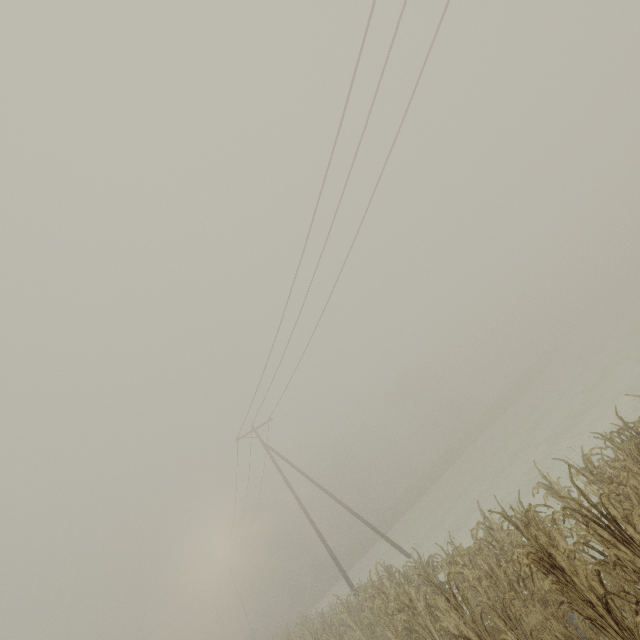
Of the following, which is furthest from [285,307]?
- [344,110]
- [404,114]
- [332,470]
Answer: [332,470]
